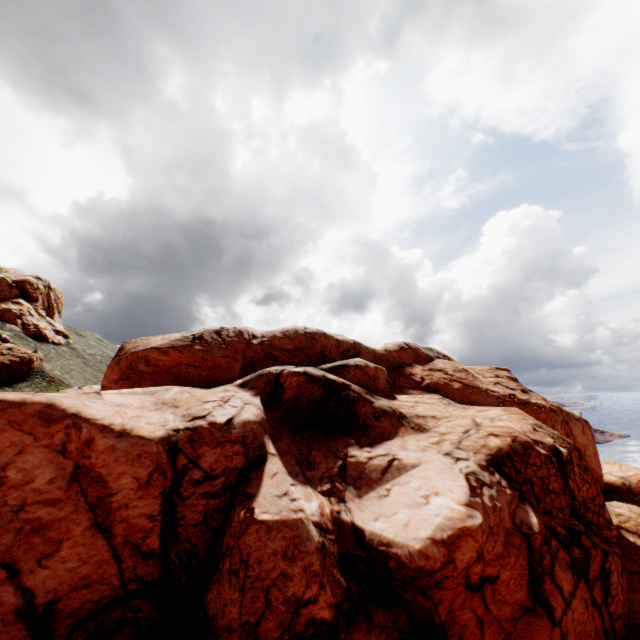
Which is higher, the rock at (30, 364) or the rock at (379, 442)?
the rock at (30, 364)

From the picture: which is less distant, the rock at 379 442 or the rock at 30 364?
the rock at 379 442

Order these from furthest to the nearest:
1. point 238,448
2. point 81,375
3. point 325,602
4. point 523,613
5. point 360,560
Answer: point 81,375 < point 238,448 < point 360,560 < point 523,613 < point 325,602

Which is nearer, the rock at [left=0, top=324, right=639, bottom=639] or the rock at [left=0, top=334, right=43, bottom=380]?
the rock at [left=0, top=324, right=639, bottom=639]

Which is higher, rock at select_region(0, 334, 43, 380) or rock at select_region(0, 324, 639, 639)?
rock at select_region(0, 334, 43, 380)
